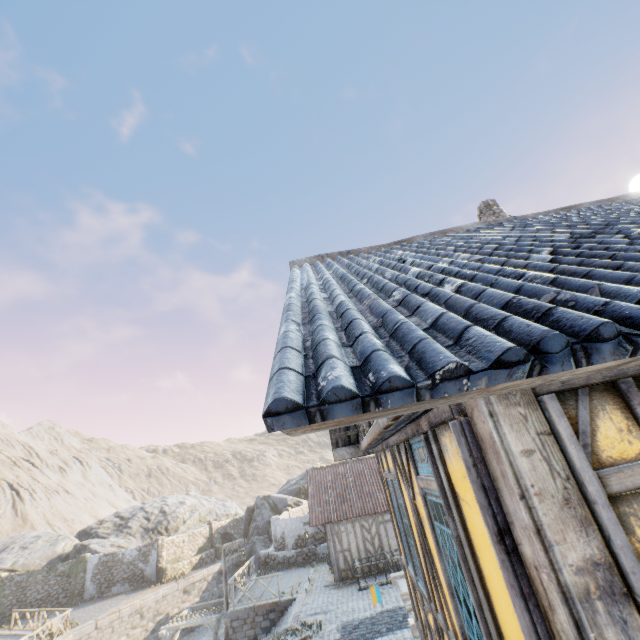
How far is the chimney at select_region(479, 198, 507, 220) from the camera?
9.6m

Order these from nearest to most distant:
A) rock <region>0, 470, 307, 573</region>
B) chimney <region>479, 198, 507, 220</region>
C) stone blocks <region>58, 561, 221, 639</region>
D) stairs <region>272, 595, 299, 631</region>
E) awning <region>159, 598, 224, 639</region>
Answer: chimney <region>479, 198, 507, 220</region>, stairs <region>272, 595, 299, 631</region>, awning <region>159, 598, 224, 639</region>, stone blocks <region>58, 561, 221, 639</region>, rock <region>0, 470, 307, 573</region>

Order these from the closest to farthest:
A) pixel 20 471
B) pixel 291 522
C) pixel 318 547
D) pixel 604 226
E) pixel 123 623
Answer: pixel 604 226 → pixel 123 623 → pixel 318 547 → pixel 291 522 → pixel 20 471

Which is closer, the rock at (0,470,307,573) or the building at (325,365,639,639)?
the building at (325,365,639,639)

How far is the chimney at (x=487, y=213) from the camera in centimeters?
955cm

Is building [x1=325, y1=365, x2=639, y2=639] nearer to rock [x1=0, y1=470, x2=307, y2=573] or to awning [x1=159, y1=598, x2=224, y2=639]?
rock [x1=0, y1=470, x2=307, y2=573]

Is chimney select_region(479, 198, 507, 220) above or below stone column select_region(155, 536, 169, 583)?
above

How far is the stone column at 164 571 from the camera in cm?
2658
